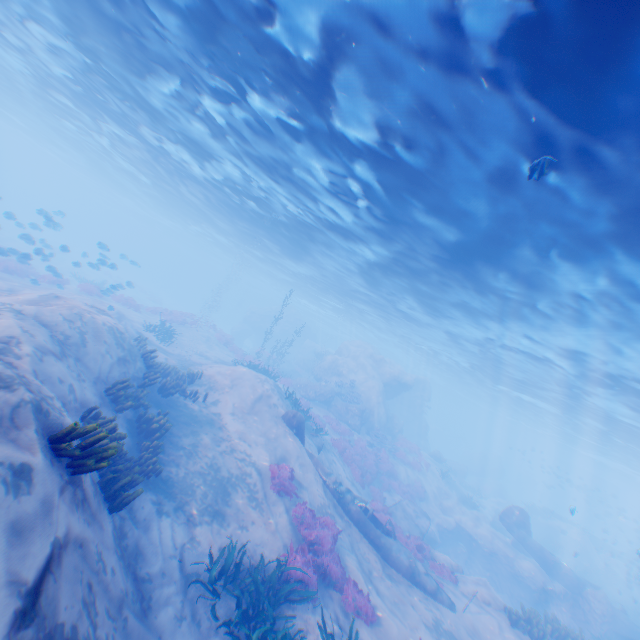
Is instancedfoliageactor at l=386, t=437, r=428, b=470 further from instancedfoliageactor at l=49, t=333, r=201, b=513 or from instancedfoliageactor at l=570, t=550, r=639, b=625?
instancedfoliageactor at l=49, t=333, r=201, b=513

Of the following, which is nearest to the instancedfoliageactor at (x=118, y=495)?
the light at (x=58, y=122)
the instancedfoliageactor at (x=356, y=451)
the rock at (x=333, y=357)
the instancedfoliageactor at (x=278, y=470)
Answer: the instancedfoliageactor at (x=278, y=470)

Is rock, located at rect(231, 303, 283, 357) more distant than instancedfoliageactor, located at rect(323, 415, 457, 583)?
Yes

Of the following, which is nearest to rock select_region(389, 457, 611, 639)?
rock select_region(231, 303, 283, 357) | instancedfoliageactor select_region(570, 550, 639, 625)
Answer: instancedfoliageactor select_region(570, 550, 639, 625)

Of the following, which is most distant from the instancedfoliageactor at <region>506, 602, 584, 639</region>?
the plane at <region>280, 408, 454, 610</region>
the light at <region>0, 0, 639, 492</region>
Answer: the light at <region>0, 0, 639, 492</region>

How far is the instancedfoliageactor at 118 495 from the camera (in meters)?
5.11

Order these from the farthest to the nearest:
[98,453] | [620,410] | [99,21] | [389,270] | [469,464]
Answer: [469,464] < [620,410] < [389,270] < [99,21] < [98,453]

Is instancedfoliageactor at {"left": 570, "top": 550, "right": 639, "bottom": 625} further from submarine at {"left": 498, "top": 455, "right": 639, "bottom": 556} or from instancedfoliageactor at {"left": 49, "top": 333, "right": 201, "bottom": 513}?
instancedfoliageactor at {"left": 49, "top": 333, "right": 201, "bottom": 513}
